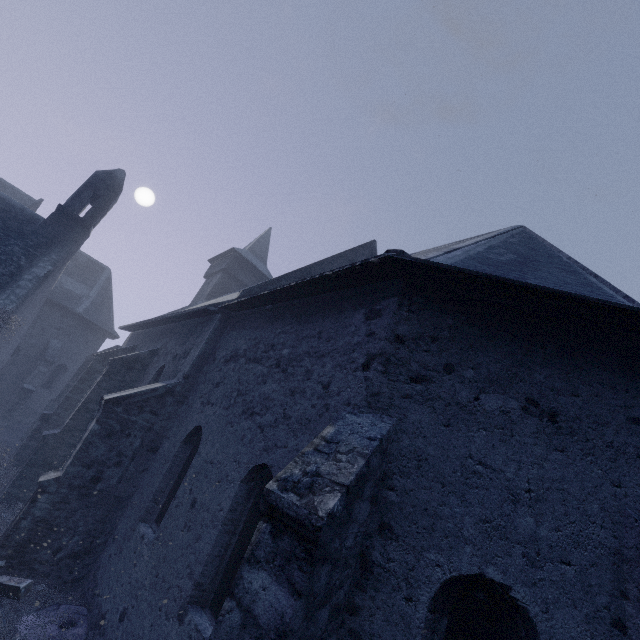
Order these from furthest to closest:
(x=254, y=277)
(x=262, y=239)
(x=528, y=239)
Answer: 1. (x=262, y=239)
2. (x=254, y=277)
3. (x=528, y=239)
